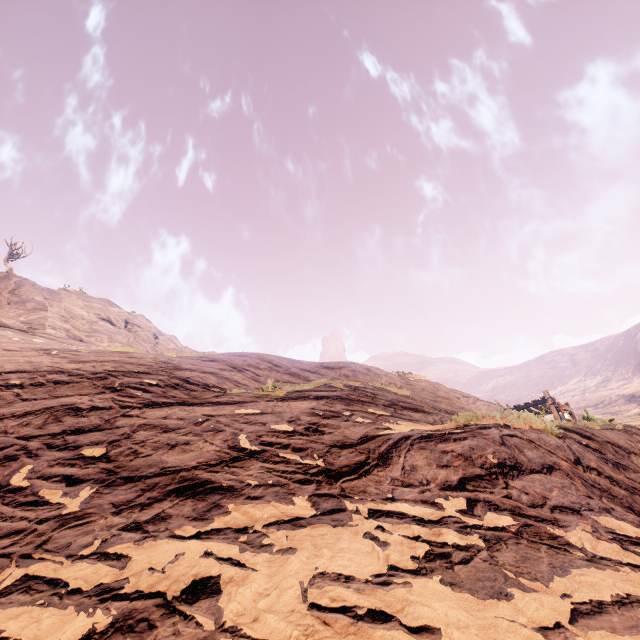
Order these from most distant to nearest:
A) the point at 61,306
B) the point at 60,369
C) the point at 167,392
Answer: the point at 61,306
the point at 60,369
the point at 167,392
